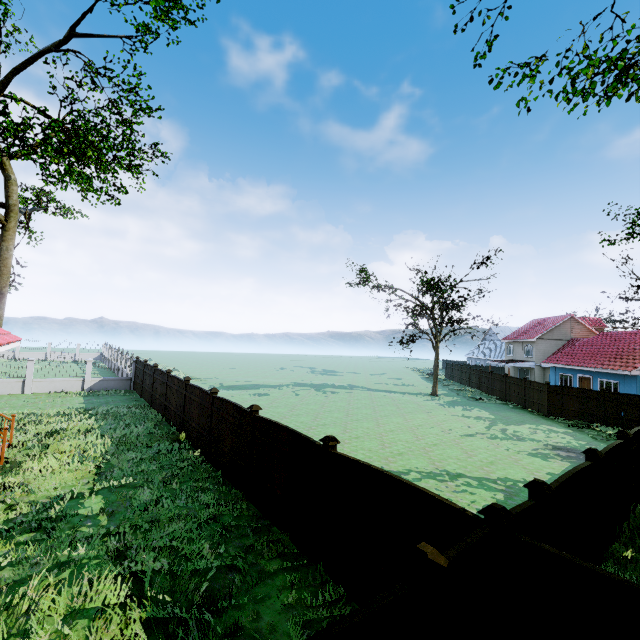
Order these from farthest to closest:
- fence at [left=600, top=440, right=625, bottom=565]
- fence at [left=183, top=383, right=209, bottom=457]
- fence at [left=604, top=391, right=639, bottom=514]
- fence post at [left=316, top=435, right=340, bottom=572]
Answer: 1. fence at [left=183, top=383, right=209, bottom=457]
2. fence at [left=604, top=391, right=639, bottom=514]
3. fence at [left=600, top=440, right=625, bottom=565]
4. fence post at [left=316, top=435, right=340, bottom=572]

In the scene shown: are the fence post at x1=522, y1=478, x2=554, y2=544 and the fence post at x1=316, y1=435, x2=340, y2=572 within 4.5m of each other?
yes

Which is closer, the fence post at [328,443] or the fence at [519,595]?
the fence at [519,595]

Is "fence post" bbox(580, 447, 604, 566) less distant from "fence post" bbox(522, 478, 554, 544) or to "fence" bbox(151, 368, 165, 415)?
"fence" bbox(151, 368, 165, 415)

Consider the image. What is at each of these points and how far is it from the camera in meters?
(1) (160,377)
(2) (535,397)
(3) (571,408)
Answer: (1) fence, 18.0 m
(2) fence, 24.8 m
(3) fence, 22.1 m

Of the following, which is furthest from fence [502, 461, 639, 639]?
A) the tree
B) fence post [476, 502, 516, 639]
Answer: the tree

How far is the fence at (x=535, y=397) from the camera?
23.8m
